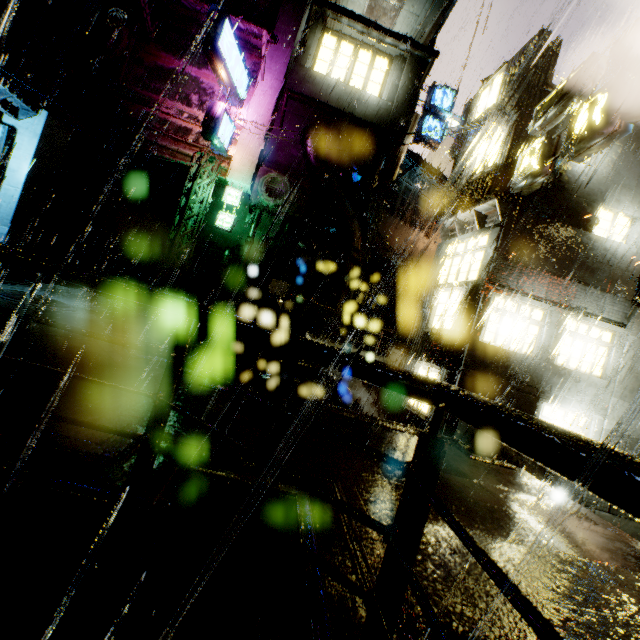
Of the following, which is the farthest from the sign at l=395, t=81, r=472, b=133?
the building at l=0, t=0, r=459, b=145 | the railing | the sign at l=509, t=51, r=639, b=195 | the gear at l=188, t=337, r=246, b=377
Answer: the railing

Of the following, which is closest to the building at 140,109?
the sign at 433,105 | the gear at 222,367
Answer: the gear at 222,367

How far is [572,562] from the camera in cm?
375

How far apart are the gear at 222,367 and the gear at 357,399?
0.2m

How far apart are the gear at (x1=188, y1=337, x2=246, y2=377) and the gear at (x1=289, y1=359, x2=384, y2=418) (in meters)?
0.25

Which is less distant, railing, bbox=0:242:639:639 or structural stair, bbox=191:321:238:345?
railing, bbox=0:242:639:639

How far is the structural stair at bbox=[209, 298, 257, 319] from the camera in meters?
10.0

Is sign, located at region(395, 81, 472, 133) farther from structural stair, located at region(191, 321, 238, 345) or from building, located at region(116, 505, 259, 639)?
structural stair, located at region(191, 321, 238, 345)
